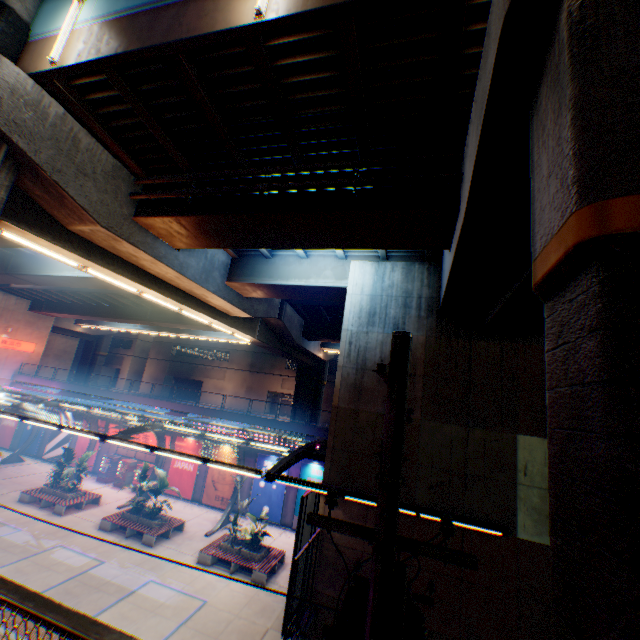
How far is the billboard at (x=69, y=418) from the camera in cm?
2998

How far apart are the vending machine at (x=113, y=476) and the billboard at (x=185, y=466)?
3.1m

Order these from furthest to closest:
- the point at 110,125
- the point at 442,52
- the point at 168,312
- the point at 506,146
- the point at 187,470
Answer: the point at 168,312, the point at 187,470, the point at 110,125, the point at 442,52, the point at 506,146

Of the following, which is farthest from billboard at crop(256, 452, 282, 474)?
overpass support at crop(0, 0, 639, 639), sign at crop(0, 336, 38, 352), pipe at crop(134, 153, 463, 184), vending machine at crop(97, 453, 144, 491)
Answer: sign at crop(0, 336, 38, 352)

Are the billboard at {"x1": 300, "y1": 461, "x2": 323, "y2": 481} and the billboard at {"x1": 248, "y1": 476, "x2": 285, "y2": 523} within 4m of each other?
yes

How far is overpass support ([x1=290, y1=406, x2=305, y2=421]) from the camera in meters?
33.6 m

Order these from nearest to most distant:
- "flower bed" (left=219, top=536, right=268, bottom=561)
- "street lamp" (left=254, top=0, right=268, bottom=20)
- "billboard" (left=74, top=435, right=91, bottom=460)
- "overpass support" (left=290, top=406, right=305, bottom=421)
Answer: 1. "street lamp" (left=254, top=0, right=268, bottom=20)
2. "flower bed" (left=219, top=536, right=268, bottom=561)
3. "billboard" (left=74, top=435, right=91, bottom=460)
4. "overpass support" (left=290, top=406, right=305, bottom=421)

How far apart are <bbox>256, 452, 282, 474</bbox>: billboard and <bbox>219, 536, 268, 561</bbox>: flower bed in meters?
5.2
